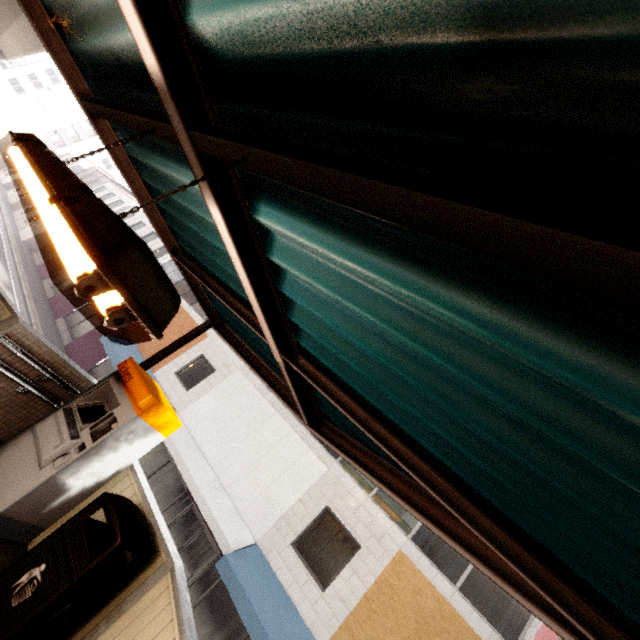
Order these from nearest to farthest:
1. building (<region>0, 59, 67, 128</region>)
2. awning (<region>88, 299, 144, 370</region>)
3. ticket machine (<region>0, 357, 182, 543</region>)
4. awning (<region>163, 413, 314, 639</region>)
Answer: ticket machine (<region>0, 357, 182, 543</region>) < awning (<region>163, 413, 314, 639</region>) < awning (<region>88, 299, 144, 370</region>) < building (<region>0, 59, 67, 128</region>)

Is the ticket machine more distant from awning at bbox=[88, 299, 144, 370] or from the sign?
awning at bbox=[88, 299, 144, 370]

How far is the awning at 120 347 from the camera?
14.5 meters

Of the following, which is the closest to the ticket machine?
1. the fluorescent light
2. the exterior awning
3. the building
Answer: the exterior awning

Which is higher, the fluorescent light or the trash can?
the fluorescent light

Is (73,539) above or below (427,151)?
below

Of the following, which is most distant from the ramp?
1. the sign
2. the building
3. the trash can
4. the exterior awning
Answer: the building

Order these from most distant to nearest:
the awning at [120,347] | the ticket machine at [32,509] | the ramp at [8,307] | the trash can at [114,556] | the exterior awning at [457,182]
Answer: the awning at [120,347] → the ramp at [8,307] → the ticket machine at [32,509] → the trash can at [114,556] → the exterior awning at [457,182]
